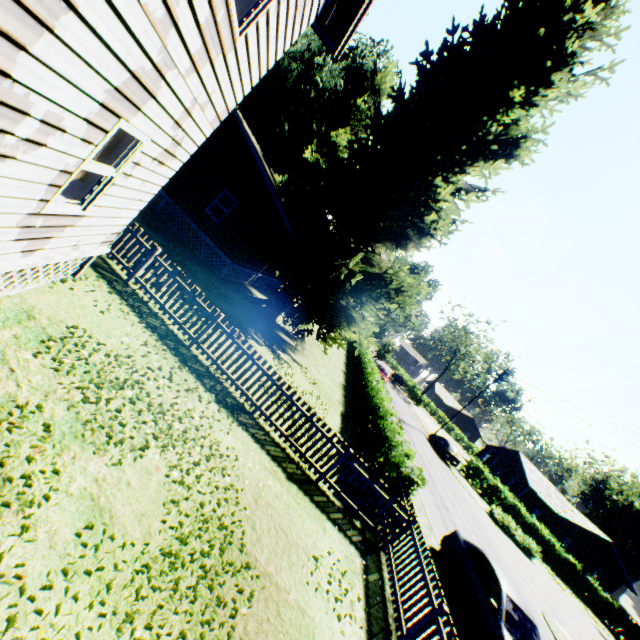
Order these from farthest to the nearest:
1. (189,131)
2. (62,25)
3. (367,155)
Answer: (367,155) < (189,131) < (62,25)

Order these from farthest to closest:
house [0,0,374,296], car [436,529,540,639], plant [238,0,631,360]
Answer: plant [238,0,631,360] < car [436,529,540,639] < house [0,0,374,296]

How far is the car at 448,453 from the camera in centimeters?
3127cm

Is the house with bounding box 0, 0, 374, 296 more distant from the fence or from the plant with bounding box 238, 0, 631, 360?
the fence

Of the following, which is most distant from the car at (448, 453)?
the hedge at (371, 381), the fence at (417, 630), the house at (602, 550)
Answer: the fence at (417, 630)

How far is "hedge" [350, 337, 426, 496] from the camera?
10.0m

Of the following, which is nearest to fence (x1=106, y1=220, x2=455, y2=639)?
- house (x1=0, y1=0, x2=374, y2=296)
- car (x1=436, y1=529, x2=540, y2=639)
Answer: house (x1=0, y1=0, x2=374, y2=296)

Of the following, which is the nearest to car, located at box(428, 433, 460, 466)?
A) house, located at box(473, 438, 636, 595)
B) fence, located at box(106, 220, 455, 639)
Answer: house, located at box(473, 438, 636, 595)
